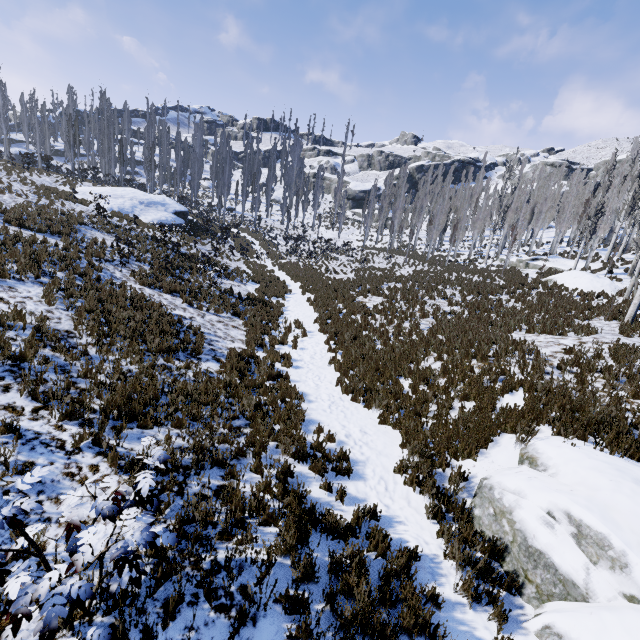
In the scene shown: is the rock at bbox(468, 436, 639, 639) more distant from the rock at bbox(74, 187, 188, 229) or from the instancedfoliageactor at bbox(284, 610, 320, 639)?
the rock at bbox(74, 187, 188, 229)

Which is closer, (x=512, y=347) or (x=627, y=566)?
(x=627, y=566)

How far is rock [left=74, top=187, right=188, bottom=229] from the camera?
25.2 meters

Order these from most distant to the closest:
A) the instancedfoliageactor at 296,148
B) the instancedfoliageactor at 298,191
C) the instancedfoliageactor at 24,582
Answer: the instancedfoliageactor at 296,148
the instancedfoliageactor at 298,191
the instancedfoliageactor at 24,582

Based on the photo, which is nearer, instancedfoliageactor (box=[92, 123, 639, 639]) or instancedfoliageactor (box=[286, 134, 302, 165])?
instancedfoliageactor (box=[92, 123, 639, 639])

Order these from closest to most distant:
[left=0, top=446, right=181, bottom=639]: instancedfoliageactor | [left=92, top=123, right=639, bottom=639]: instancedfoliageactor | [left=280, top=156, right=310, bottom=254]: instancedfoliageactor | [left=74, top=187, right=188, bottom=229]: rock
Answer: [left=0, top=446, right=181, bottom=639]: instancedfoliageactor, [left=92, top=123, right=639, bottom=639]: instancedfoliageactor, [left=74, top=187, right=188, bottom=229]: rock, [left=280, top=156, right=310, bottom=254]: instancedfoliageactor

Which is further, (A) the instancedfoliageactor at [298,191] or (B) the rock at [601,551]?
(A) the instancedfoliageactor at [298,191]
